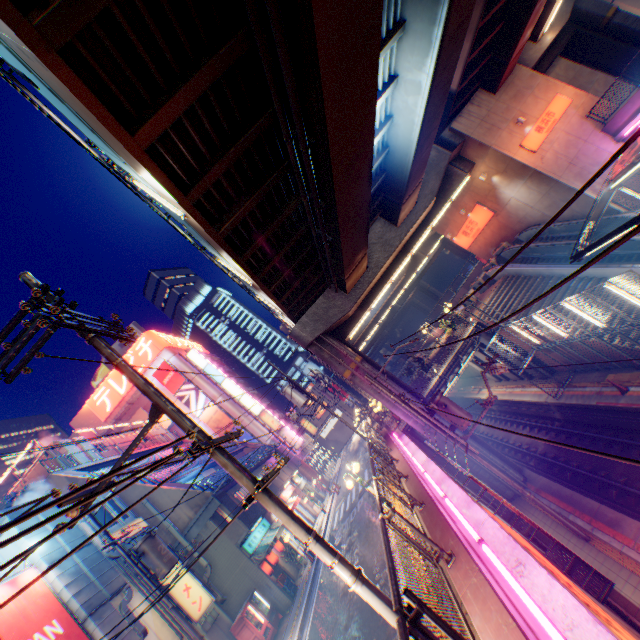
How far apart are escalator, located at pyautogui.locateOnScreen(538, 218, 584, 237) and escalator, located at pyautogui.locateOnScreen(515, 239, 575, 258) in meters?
1.4

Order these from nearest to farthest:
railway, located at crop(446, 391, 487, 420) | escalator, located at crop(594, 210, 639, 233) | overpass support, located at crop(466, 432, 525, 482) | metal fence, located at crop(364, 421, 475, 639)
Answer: metal fence, located at crop(364, 421, 475, 639) < overpass support, located at crop(466, 432, 525, 482) < escalator, located at crop(594, 210, 639, 233) < railway, located at crop(446, 391, 487, 420)

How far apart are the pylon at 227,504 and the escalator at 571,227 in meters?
27.8 m

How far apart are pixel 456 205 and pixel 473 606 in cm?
A: 2833

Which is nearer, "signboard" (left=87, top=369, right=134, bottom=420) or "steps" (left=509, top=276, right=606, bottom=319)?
"steps" (left=509, top=276, right=606, bottom=319)

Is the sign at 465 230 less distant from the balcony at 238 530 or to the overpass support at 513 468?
the overpass support at 513 468

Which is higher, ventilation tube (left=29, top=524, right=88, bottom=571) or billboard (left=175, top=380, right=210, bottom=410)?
billboard (left=175, top=380, right=210, bottom=410)

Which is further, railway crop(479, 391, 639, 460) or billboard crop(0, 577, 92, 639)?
railway crop(479, 391, 639, 460)
